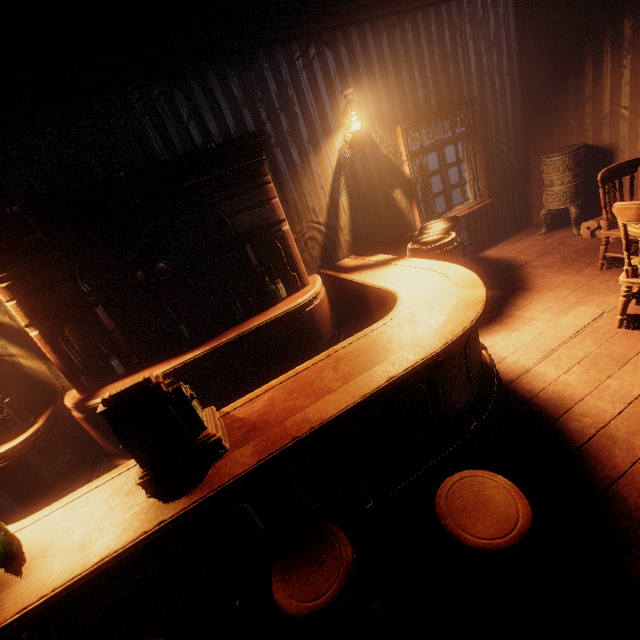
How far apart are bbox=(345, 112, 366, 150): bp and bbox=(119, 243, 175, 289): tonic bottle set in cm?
287

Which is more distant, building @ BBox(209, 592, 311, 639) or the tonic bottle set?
the tonic bottle set

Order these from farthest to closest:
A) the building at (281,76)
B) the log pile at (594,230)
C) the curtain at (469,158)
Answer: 1. the curtain at (469,158)
2. the log pile at (594,230)
3. the building at (281,76)

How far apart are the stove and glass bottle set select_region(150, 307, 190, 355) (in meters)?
5.93

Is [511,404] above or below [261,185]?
below

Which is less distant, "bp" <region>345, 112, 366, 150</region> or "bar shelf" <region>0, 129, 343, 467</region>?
"bar shelf" <region>0, 129, 343, 467</region>

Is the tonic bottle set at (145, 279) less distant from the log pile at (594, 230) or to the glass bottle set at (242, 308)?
the glass bottle set at (242, 308)

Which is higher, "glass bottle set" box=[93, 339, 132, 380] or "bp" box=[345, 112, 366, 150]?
"bp" box=[345, 112, 366, 150]
